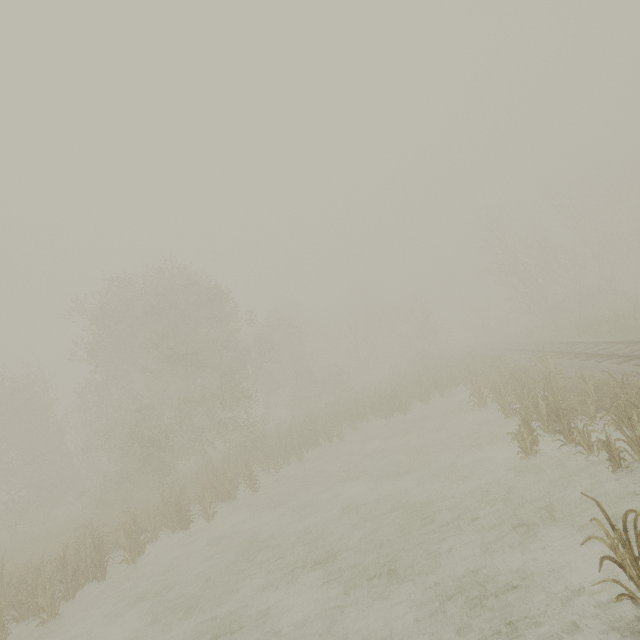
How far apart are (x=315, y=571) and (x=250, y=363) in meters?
15.2 m
